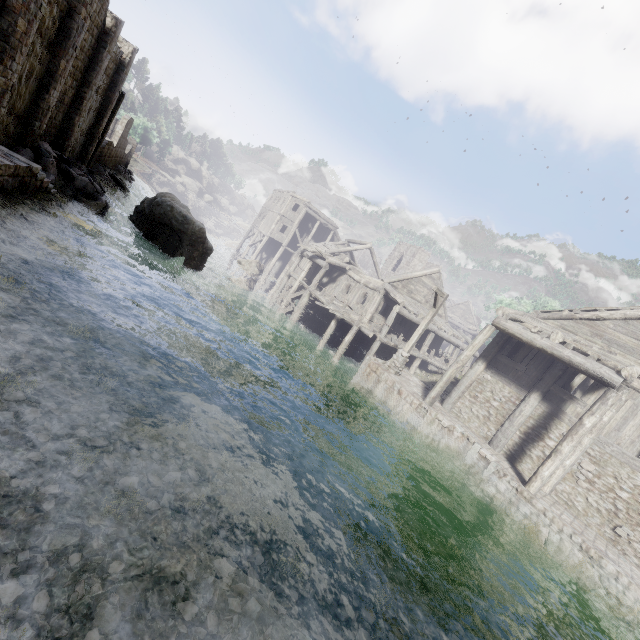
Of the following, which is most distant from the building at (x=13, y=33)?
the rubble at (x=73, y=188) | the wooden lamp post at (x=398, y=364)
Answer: the wooden lamp post at (x=398, y=364)

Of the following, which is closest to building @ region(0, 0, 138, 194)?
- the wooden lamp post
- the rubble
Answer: the rubble

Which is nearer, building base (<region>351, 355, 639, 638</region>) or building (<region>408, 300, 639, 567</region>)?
building base (<region>351, 355, 639, 638</region>)

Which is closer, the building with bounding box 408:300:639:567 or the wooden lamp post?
the building with bounding box 408:300:639:567

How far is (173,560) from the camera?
3.9 meters

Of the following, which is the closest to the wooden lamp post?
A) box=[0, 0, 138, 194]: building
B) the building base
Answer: the building base

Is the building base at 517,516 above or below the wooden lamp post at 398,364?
below
